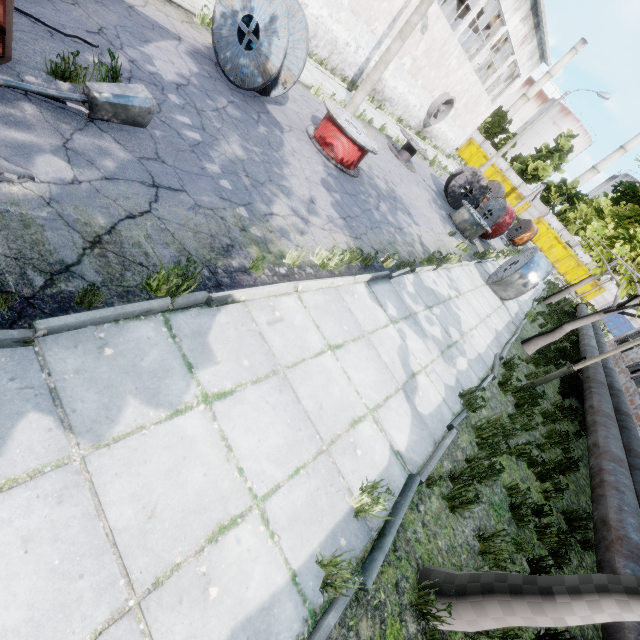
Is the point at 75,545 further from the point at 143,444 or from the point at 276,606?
the point at 276,606

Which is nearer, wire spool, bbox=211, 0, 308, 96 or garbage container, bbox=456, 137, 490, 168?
wire spool, bbox=211, 0, 308, 96

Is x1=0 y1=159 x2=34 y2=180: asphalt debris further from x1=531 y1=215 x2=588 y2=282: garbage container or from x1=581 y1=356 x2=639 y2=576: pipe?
x1=531 y1=215 x2=588 y2=282: garbage container

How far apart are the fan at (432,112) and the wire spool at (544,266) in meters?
16.6

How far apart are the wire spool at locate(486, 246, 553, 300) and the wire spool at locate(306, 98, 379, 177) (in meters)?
6.45

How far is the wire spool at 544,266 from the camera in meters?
11.4

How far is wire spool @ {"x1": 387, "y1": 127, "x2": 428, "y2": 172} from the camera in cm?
1554

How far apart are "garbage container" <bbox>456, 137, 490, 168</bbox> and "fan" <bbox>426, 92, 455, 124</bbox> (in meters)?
21.67
